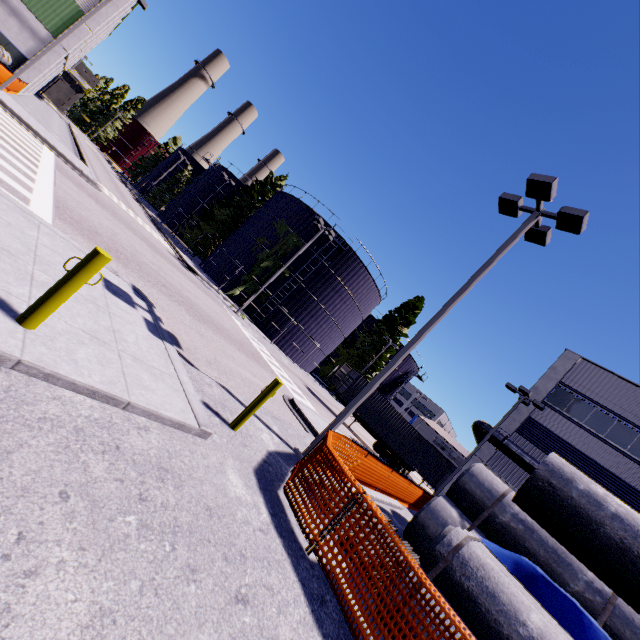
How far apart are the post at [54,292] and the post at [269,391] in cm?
351

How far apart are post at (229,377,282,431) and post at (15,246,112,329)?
3.5 meters

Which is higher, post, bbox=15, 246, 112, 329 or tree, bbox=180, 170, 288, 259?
tree, bbox=180, 170, 288, 259

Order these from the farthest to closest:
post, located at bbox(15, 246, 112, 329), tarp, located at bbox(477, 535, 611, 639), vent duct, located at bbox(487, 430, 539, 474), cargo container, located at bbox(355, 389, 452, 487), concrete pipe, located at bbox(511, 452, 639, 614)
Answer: cargo container, located at bbox(355, 389, 452, 487), vent duct, located at bbox(487, 430, 539, 474), tarp, located at bbox(477, 535, 611, 639), concrete pipe, located at bbox(511, 452, 639, 614), post, located at bbox(15, 246, 112, 329)

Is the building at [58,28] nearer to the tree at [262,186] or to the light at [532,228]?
the tree at [262,186]

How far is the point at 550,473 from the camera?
4.9 meters

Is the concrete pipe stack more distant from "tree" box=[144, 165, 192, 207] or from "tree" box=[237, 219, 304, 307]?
"tree" box=[144, 165, 192, 207]

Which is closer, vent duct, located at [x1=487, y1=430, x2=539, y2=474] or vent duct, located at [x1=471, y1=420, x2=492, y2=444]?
vent duct, located at [x1=487, y1=430, x2=539, y2=474]
